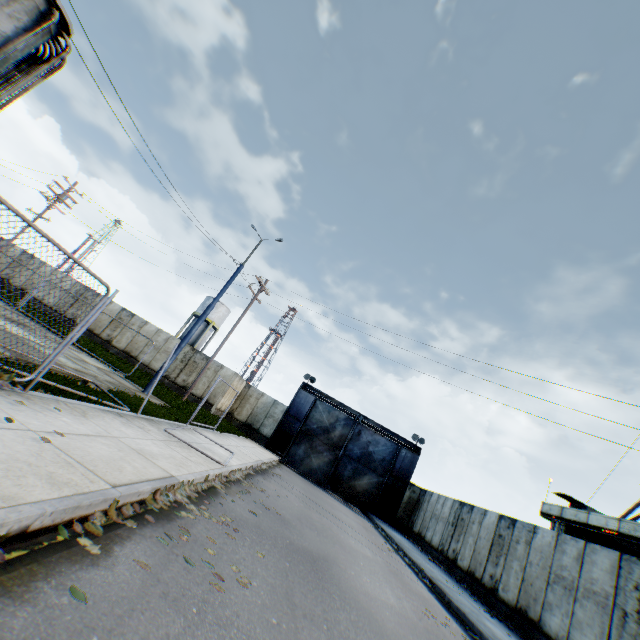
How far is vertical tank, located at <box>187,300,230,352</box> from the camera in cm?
4412

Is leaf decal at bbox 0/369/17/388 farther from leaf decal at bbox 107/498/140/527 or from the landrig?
the landrig

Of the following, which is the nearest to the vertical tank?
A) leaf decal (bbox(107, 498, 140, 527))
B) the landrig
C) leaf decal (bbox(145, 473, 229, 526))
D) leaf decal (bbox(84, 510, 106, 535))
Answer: leaf decal (bbox(145, 473, 229, 526))

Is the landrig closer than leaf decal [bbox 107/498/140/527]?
No

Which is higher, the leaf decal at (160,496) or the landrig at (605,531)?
the landrig at (605,531)

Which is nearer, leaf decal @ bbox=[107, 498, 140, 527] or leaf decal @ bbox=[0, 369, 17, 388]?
leaf decal @ bbox=[107, 498, 140, 527]

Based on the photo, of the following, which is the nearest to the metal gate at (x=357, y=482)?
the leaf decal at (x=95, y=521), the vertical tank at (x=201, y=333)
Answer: the vertical tank at (x=201, y=333)

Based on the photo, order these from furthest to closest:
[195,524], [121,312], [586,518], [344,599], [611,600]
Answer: [121,312], [586,518], [611,600], [344,599], [195,524]
